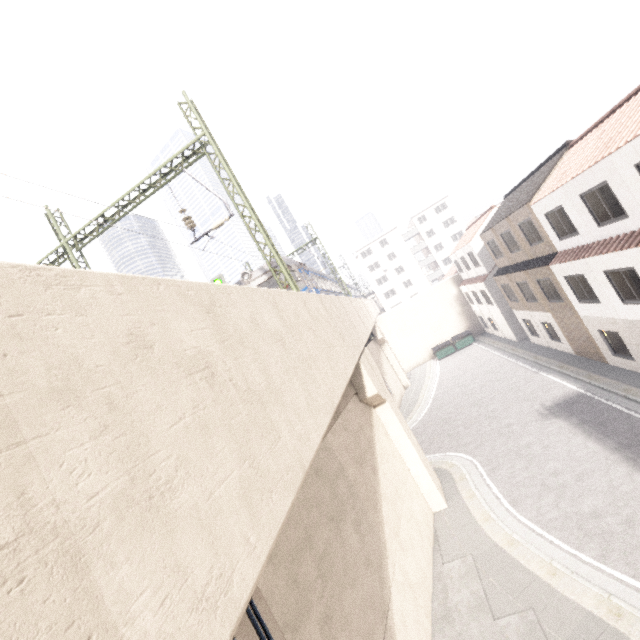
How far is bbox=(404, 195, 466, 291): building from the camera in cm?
5816

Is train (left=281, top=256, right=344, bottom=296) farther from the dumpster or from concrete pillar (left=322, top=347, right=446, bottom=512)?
the dumpster

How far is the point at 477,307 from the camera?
33.2m

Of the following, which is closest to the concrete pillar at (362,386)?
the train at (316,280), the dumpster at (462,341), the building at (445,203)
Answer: the train at (316,280)

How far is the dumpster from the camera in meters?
34.2 m

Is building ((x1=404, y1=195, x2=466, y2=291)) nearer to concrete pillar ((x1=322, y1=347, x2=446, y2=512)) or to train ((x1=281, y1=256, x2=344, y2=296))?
train ((x1=281, y1=256, x2=344, y2=296))

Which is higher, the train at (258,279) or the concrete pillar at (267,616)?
the train at (258,279)
